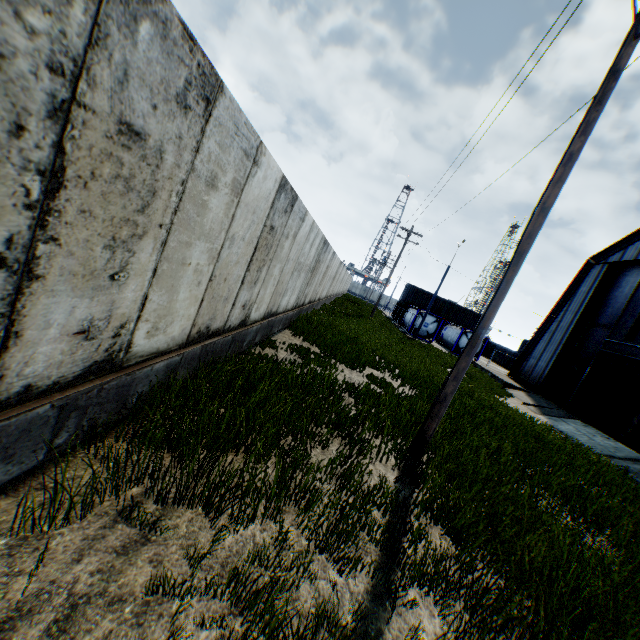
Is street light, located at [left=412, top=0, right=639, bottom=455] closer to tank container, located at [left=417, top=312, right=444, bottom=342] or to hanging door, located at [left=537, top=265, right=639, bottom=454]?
hanging door, located at [left=537, top=265, right=639, bottom=454]

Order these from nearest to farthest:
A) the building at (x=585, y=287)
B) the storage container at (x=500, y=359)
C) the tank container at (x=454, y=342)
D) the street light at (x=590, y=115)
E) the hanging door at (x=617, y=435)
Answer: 1. the street light at (x=590, y=115)
2. the hanging door at (x=617, y=435)
3. the building at (x=585, y=287)
4. the tank container at (x=454, y=342)
5. the storage container at (x=500, y=359)

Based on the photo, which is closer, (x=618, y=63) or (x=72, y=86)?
(x=72, y=86)

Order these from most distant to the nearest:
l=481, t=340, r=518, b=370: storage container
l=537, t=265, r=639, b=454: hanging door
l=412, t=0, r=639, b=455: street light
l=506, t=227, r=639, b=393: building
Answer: l=481, t=340, r=518, b=370: storage container < l=506, t=227, r=639, b=393: building < l=537, t=265, r=639, b=454: hanging door < l=412, t=0, r=639, b=455: street light

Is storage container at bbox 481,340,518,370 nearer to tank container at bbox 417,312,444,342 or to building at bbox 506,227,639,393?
tank container at bbox 417,312,444,342

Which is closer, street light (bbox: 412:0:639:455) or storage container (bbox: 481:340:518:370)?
street light (bbox: 412:0:639:455)

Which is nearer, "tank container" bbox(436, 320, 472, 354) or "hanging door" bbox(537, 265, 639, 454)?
"hanging door" bbox(537, 265, 639, 454)

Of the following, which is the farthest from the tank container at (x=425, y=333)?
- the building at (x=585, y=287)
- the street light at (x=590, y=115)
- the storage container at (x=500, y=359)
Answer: the street light at (x=590, y=115)
